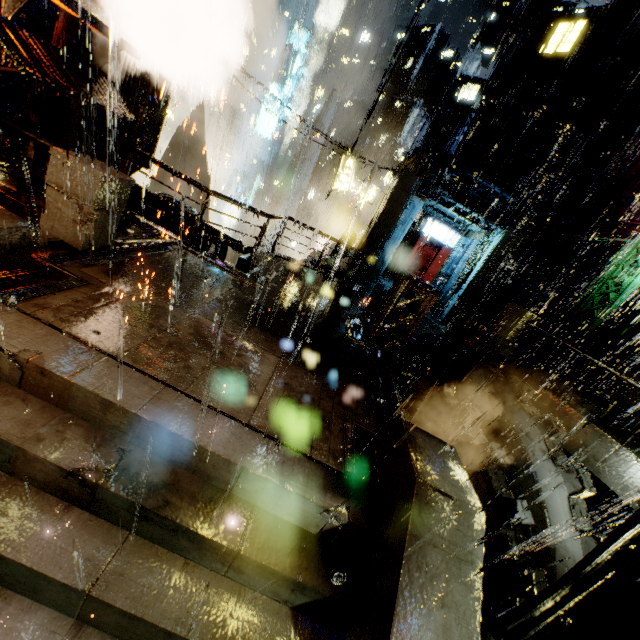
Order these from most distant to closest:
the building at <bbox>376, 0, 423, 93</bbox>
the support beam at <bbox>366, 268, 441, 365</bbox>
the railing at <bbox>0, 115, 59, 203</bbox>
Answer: the building at <bbox>376, 0, 423, 93</bbox>, the support beam at <bbox>366, 268, 441, 365</bbox>, the railing at <bbox>0, 115, 59, 203</bbox>

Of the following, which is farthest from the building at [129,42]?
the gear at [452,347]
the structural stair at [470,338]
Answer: the gear at [452,347]

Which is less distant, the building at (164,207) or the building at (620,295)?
the building at (164,207)

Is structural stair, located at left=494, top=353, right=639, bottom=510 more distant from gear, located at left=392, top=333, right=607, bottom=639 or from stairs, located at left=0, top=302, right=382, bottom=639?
stairs, located at left=0, top=302, right=382, bottom=639

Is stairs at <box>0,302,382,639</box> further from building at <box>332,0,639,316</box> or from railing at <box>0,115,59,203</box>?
railing at <box>0,115,59,203</box>

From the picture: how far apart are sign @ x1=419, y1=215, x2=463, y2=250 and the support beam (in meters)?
12.74

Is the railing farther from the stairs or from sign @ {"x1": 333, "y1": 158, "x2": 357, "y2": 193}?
sign @ {"x1": 333, "y1": 158, "x2": 357, "y2": 193}

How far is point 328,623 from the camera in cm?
324
